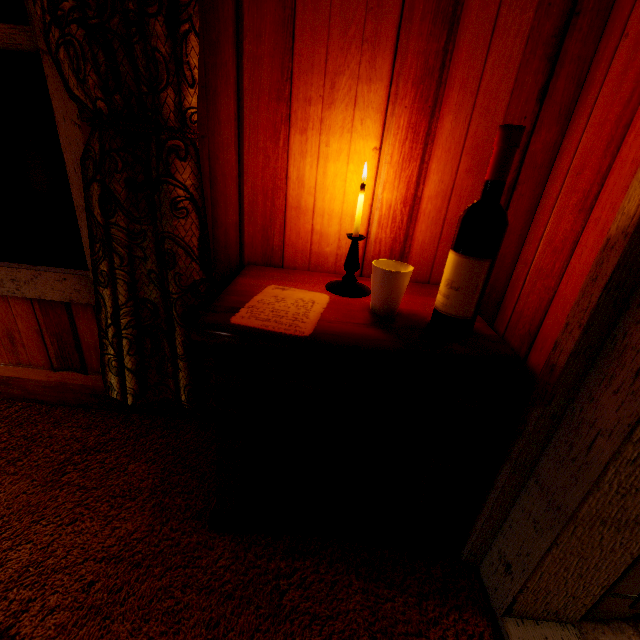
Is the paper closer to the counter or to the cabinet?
the cabinet

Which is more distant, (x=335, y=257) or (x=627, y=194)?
(x=335, y=257)

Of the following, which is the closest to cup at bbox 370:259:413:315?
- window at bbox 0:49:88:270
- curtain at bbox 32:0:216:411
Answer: curtain at bbox 32:0:216:411

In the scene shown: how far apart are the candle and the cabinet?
0.01m

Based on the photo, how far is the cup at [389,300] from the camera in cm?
84

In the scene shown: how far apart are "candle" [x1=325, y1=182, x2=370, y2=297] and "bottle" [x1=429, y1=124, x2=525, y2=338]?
0.3m

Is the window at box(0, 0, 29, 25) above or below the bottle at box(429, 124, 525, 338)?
above

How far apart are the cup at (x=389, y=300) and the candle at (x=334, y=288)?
0.14m
